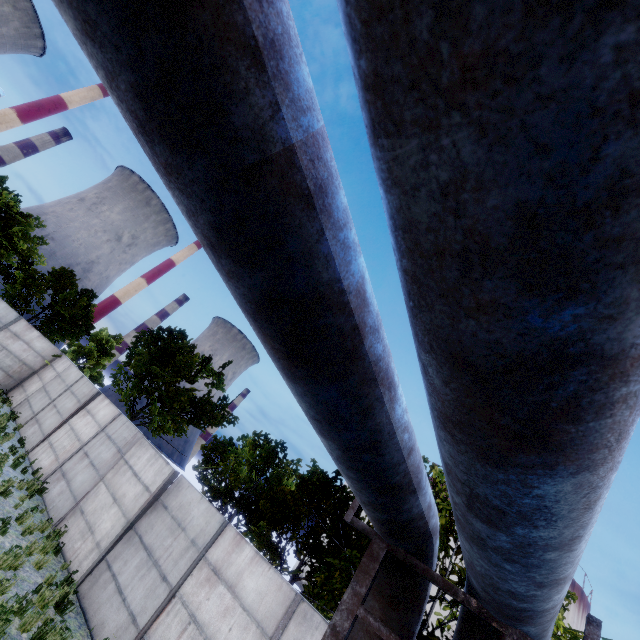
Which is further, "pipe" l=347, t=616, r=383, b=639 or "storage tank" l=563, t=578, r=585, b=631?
"storage tank" l=563, t=578, r=585, b=631

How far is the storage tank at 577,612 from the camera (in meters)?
55.97

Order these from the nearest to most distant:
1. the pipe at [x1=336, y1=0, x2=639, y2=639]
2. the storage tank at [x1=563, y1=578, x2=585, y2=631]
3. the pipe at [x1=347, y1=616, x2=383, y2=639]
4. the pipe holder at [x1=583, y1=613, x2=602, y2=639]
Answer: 1. the pipe at [x1=336, y1=0, x2=639, y2=639]
2. the pipe holder at [x1=583, y1=613, x2=602, y2=639]
3. the pipe at [x1=347, y1=616, x2=383, y2=639]
4. the storage tank at [x1=563, y1=578, x2=585, y2=631]

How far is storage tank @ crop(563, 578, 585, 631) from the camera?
56.0m

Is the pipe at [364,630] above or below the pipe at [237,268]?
below

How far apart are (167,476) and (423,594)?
10.22m

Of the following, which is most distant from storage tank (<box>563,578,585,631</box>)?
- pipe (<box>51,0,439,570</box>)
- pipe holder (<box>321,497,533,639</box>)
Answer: pipe holder (<box>321,497,533,639</box>)
